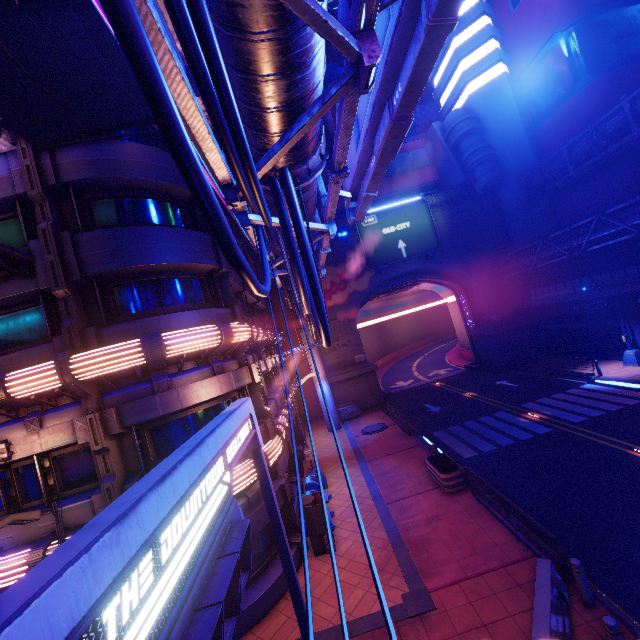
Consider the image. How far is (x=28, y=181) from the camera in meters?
9.5

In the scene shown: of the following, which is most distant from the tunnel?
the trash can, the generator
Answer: the trash can

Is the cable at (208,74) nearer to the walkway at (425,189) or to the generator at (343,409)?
the generator at (343,409)

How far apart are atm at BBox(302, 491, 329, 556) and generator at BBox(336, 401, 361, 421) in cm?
1576

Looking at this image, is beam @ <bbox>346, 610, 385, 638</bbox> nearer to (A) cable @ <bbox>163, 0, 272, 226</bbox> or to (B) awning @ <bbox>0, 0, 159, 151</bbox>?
(A) cable @ <bbox>163, 0, 272, 226</bbox>

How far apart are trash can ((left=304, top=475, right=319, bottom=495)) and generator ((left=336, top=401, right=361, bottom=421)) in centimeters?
1197cm

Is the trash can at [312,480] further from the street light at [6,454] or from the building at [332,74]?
the building at [332,74]

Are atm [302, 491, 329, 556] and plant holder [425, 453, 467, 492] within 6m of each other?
yes
